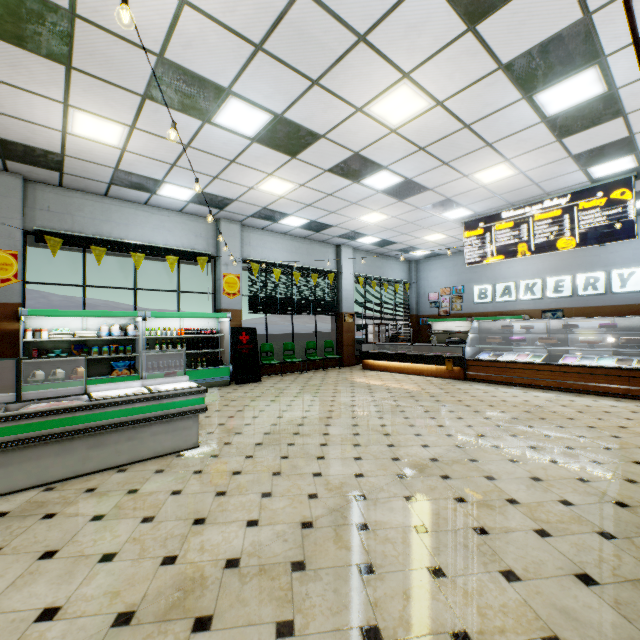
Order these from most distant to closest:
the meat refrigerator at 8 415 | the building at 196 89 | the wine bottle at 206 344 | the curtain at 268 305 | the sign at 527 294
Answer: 1. the sign at 527 294
2. the curtain at 268 305
3. the wine bottle at 206 344
4. the meat refrigerator at 8 415
5. the building at 196 89

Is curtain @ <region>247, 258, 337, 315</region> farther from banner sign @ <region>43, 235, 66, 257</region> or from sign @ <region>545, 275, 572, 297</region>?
sign @ <region>545, 275, 572, 297</region>

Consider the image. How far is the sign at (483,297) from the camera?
13.67m

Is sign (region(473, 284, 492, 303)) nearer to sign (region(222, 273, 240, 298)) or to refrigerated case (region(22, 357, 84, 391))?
sign (region(222, 273, 240, 298))

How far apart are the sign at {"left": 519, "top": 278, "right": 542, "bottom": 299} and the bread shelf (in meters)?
0.64

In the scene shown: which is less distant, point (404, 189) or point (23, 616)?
point (23, 616)

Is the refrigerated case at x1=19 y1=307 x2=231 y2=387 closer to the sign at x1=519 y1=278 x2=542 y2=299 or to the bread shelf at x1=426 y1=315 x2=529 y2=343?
the bread shelf at x1=426 y1=315 x2=529 y2=343
